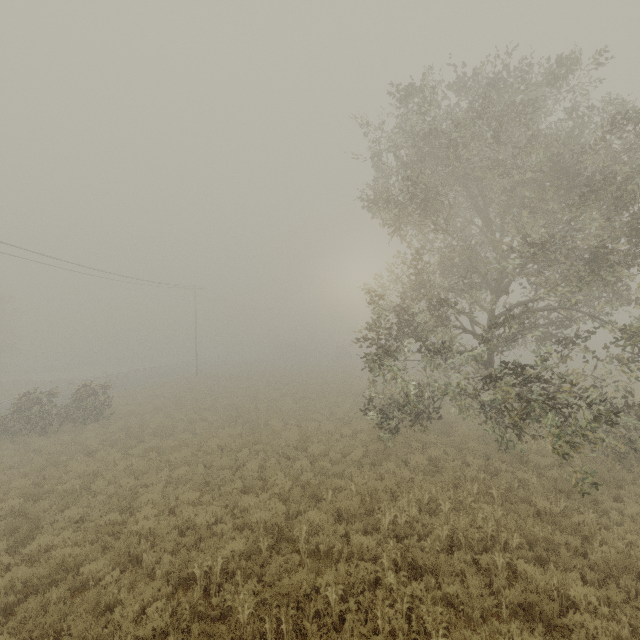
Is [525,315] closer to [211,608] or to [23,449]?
[211,608]
